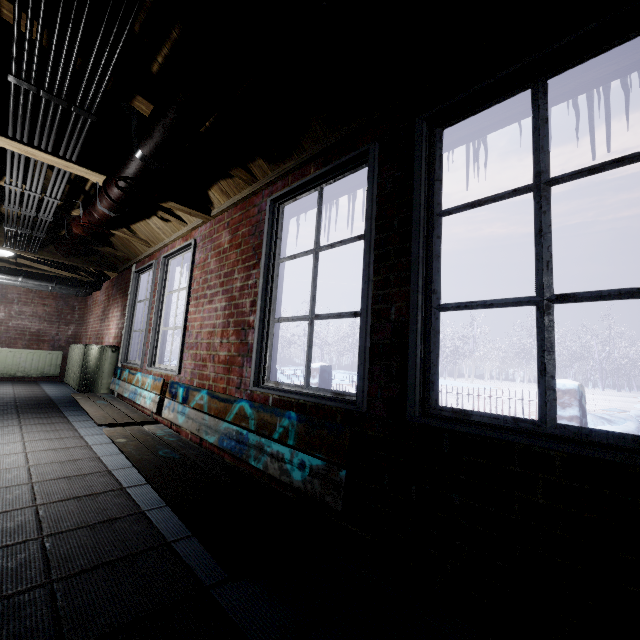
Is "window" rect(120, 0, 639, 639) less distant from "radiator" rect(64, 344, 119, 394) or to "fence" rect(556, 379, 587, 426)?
"radiator" rect(64, 344, 119, 394)

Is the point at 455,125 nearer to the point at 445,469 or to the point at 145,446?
the point at 445,469

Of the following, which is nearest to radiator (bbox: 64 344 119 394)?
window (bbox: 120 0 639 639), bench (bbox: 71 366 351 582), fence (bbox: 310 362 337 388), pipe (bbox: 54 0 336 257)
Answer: window (bbox: 120 0 639 639)

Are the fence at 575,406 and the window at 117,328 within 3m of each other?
no

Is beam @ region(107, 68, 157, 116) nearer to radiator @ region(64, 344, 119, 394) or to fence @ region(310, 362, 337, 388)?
radiator @ region(64, 344, 119, 394)

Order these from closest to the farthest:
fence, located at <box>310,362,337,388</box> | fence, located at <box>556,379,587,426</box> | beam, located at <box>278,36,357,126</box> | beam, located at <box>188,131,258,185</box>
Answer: beam, located at <box>278,36,357,126</box>
beam, located at <box>188,131,258,185</box>
fence, located at <box>556,379,587,426</box>
fence, located at <box>310,362,337,388</box>

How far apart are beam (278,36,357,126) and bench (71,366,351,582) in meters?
1.5

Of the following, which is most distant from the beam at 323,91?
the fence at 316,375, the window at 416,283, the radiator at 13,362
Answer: the radiator at 13,362
